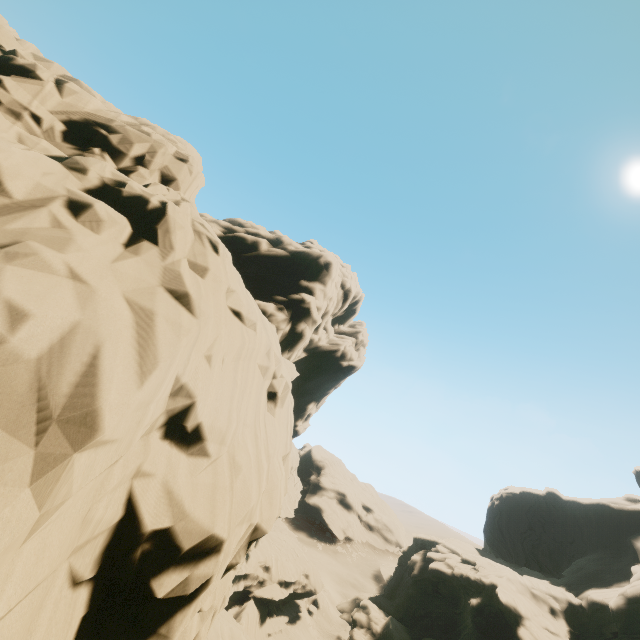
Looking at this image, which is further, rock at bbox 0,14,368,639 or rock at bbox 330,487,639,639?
rock at bbox 330,487,639,639

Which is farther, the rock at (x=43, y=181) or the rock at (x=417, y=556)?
the rock at (x=417, y=556)

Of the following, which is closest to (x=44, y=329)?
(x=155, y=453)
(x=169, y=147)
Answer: (x=155, y=453)
